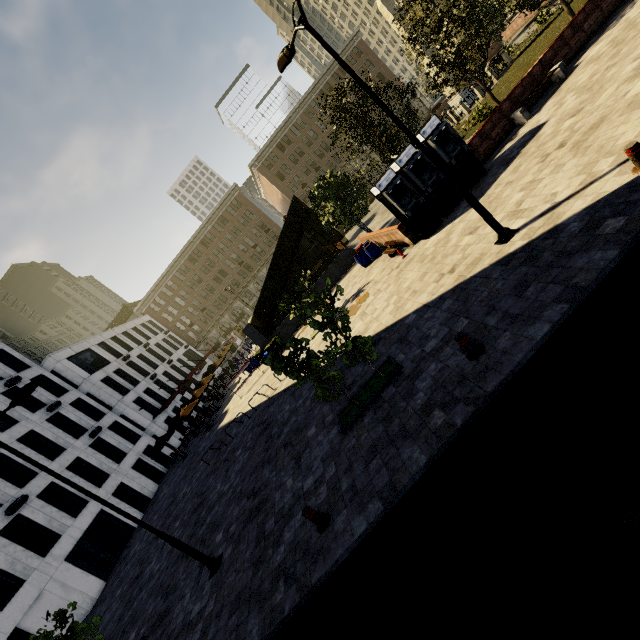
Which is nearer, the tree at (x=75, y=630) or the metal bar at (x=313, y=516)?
the metal bar at (x=313, y=516)

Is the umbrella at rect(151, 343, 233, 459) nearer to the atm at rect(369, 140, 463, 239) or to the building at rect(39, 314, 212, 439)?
the building at rect(39, 314, 212, 439)

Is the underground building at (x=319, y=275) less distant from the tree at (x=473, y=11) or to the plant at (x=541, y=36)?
the tree at (x=473, y=11)

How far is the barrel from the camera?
19.3 meters

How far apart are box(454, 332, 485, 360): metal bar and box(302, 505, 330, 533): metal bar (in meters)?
4.58

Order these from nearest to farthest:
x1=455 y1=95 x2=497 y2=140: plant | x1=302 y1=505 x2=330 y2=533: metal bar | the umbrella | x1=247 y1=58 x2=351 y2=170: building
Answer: x1=302 y1=505 x2=330 y2=533: metal bar
x1=455 y1=95 x2=497 y2=140: plant
the umbrella
x1=247 y1=58 x2=351 y2=170: building

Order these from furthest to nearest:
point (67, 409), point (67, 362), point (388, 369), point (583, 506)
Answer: point (67, 362) < point (67, 409) < point (388, 369) < point (583, 506)

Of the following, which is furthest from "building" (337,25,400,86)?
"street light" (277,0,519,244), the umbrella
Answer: "street light" (277,0,519,244)
